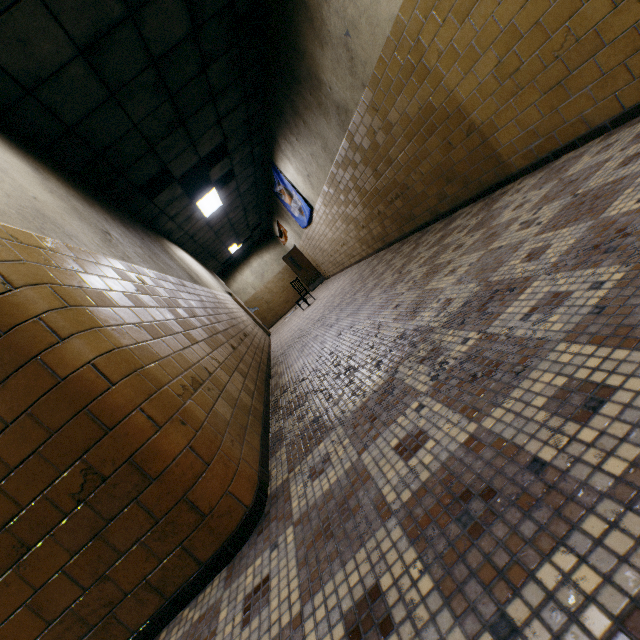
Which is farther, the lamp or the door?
the door

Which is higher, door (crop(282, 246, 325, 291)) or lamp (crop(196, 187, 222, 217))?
lamp (crop(196, 187, 222, 217))

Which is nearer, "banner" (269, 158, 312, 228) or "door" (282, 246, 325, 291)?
"banner" (269, 158, 312, 228)

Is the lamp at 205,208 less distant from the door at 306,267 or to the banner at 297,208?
the banner at 297,208

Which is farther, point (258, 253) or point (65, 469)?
point (258, 253)

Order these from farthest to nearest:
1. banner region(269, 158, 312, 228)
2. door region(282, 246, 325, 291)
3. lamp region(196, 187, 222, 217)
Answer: door region(282, 246, 325, 291) < banner region(269, 158, 312, 228) < lamp region(196, 187, 222, 217)

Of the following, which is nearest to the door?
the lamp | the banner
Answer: the banner
